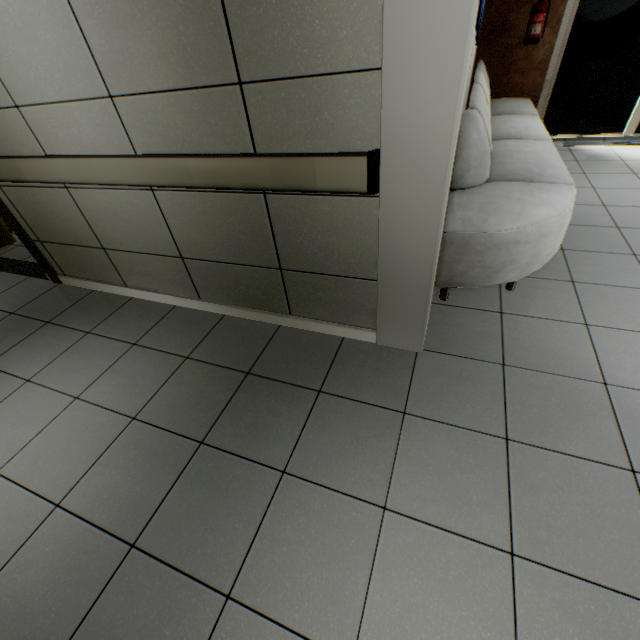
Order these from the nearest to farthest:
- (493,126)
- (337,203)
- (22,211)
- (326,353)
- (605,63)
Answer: (337,203)
(326,353)
(22,211)
(493,126)
(605,63)

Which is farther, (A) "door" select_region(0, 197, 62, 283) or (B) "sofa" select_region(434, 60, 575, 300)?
(A) "door" select_region(0, 197, 62, 283)

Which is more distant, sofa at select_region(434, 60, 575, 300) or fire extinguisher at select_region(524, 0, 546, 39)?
fire extinguisher at select_region(524, 0, 546, 39)

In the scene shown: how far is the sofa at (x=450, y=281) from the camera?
2.0m

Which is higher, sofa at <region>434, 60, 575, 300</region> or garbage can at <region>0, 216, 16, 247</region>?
sofa at <region>434, 60, 575, 300</region>

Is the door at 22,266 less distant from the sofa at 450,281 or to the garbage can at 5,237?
the garbage can at 5,237

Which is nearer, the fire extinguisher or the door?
the door

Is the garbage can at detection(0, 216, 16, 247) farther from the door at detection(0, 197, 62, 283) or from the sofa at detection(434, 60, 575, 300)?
the sofa at detection(434, 60, 575, 300)
